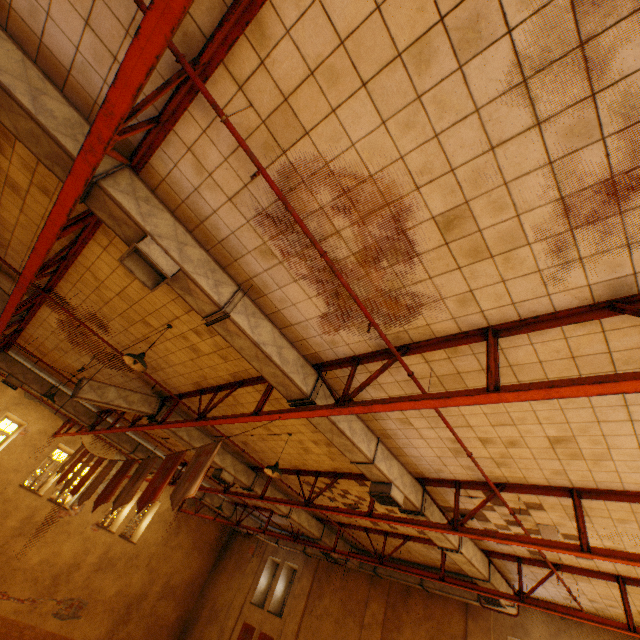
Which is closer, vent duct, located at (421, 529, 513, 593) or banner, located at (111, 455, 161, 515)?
banner, located at (111, 455, 161, 515)

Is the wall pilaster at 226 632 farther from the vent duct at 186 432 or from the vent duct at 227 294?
the vent duct at 186 432

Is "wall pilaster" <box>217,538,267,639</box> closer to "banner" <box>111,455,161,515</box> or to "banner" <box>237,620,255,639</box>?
"banner" <box>237,620,255,639</box>

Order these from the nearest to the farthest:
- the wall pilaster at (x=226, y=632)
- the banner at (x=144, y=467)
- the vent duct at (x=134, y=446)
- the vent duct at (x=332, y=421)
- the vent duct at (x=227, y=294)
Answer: the vent duct at (x=227, y=294)
the vent duct at (x=332, y=421)
the banner at (x=144, y=467)
the vent duct at (x=134, y=446)
the wall pilaster at (x=226, y=632)

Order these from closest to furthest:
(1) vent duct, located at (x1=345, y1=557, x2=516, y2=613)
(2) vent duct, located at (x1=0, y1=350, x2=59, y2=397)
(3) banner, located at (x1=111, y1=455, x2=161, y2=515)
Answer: (3) banner, located at (x1=111, y1=455, x2=161, y2=515), (1) vent duct, located at (x1=345, y1=557, x2=516, y2=613), (2) vent duct, located at (x1=0, y1=350, x2=59, y2=397)

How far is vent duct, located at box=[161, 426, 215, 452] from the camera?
9.33m

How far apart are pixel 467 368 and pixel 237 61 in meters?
4.4

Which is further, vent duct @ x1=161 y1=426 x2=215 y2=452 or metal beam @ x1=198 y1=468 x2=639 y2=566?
vent duct @ x1=161 y1=426 x2=215 y2=452
